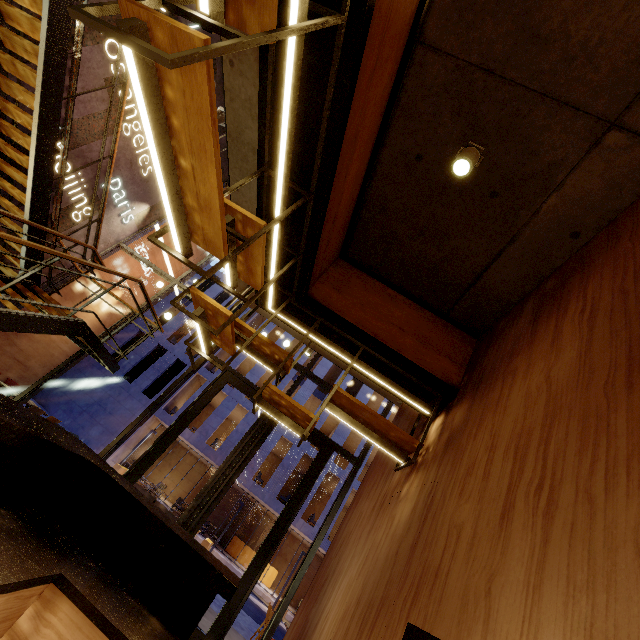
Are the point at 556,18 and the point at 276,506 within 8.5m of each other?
no

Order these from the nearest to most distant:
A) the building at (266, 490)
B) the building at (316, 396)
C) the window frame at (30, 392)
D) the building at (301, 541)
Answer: the window frame at (30, 392) < the building at (301, 541) < the building at (266, 490) < the building at (316, 396)

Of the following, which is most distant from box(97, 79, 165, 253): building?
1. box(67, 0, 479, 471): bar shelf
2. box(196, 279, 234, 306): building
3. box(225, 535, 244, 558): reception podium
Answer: box(225, 535, 244, 558): reception podium

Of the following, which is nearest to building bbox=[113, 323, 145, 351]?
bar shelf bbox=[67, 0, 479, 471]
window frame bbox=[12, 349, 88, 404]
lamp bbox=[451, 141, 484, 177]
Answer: window frame bbox=[12, 349, 88, 404]

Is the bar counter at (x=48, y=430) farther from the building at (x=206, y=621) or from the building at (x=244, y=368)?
the building at (x=244, y=368)

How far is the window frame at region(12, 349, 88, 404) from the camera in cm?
605

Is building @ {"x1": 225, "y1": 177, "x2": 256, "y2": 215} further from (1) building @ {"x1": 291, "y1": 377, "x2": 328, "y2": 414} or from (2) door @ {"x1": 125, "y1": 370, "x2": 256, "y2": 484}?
(1) building @ {"x1": 291, "y1": 377, "x2": 328, "y2": 414}

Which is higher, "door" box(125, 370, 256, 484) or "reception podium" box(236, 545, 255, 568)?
"door" box(125, 370, 256, 484)
